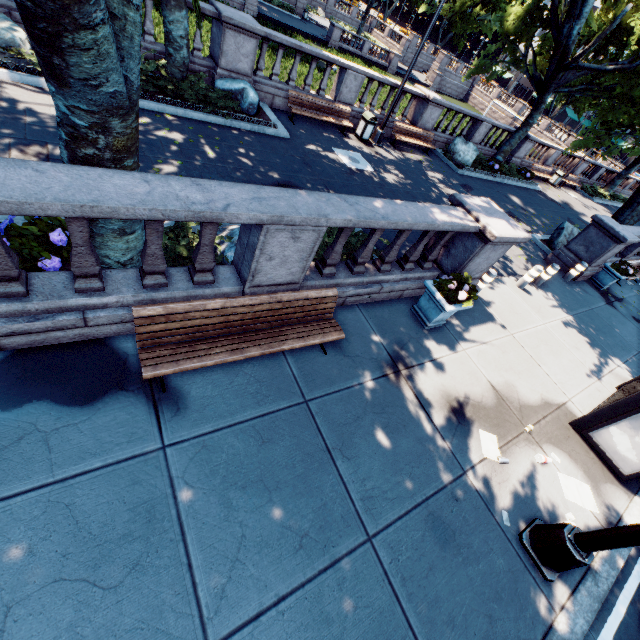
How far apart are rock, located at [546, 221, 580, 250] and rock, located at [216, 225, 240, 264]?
13.4m

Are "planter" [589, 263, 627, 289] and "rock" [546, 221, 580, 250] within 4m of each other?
yes

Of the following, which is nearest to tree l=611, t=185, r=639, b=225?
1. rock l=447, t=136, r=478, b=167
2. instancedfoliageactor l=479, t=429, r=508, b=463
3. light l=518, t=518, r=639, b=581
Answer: rock l=447, t=136, r=478, b=167

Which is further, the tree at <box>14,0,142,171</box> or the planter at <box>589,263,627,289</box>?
the planter at <box>589,263,627,289</box>

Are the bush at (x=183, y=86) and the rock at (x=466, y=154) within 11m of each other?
no

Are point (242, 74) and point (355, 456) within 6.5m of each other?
no

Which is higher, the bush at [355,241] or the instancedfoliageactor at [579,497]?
the bush at [355,241]

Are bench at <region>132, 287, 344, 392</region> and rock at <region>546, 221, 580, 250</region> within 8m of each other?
no
